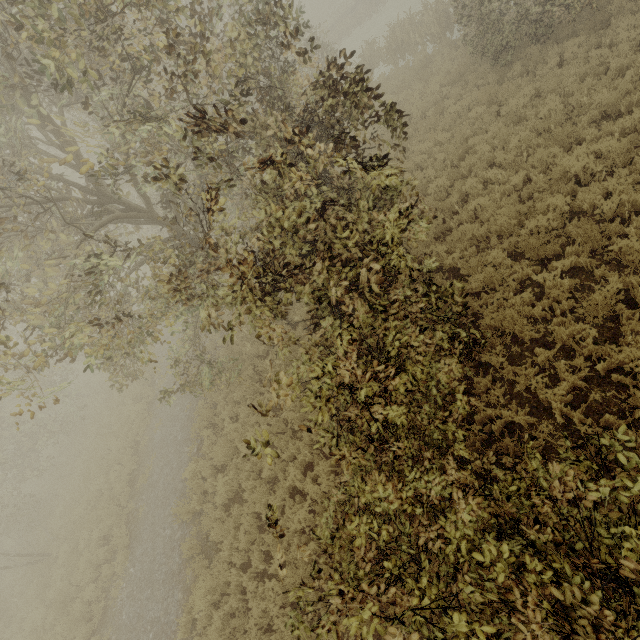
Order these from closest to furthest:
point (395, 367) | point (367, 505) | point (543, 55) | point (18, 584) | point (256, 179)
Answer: point (367, 505), point (395, 367), point (256, 179), point (543, 55), point (18, 584)
